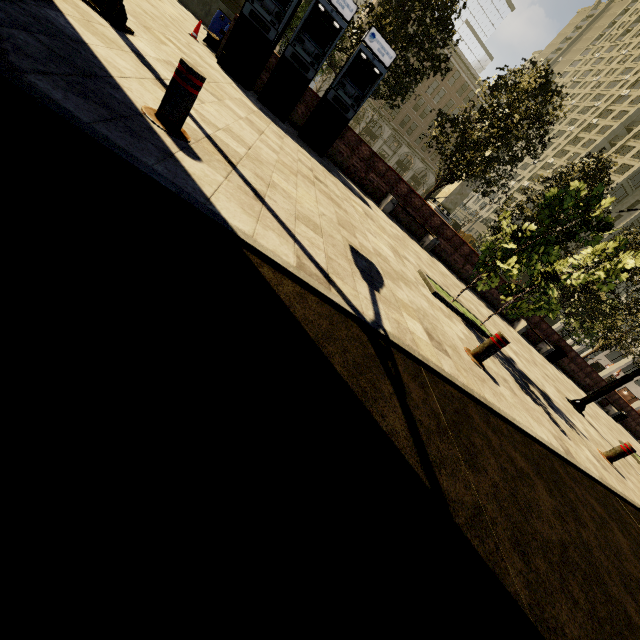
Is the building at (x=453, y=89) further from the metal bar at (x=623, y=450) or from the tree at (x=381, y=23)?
the metal bar at (x=623, y=450)

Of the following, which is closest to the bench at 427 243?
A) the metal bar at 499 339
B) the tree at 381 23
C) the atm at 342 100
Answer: the atm at 342 100

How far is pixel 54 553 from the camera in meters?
0.8

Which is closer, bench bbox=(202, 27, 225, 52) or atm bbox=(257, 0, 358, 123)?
atm bbox=(257, 0, 358, 123)

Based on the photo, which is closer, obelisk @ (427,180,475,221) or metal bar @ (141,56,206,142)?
metal bar @ (141,56,206,142)

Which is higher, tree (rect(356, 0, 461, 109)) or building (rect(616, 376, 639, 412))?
tree (rect(356, 0, 461, 109))

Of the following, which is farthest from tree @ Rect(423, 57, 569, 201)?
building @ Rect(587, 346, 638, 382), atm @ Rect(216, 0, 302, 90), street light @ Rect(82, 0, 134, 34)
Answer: building @ Rect(587, 346, 638, 382)

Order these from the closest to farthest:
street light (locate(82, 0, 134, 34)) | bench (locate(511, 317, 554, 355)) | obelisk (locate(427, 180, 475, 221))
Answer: street light (locate(82, 0, 134, 34))
bench (locate(511, 317, 554, 355))
obelisk (locate(427, 180, 475, 221))
